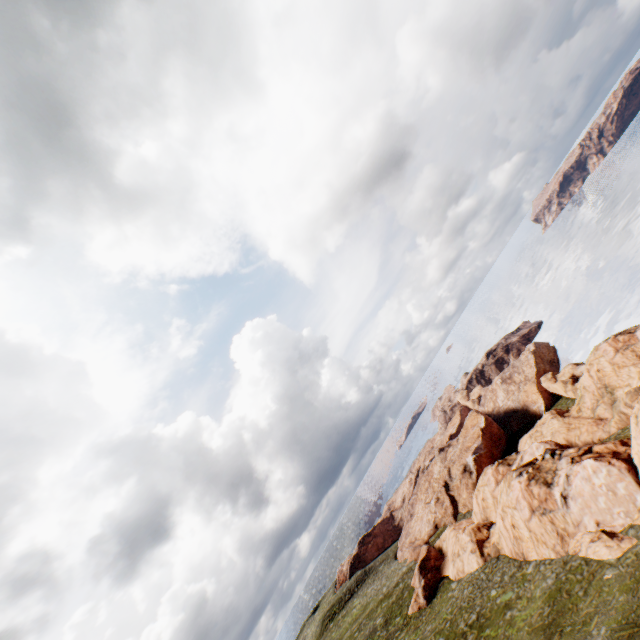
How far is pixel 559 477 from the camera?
30.7m
